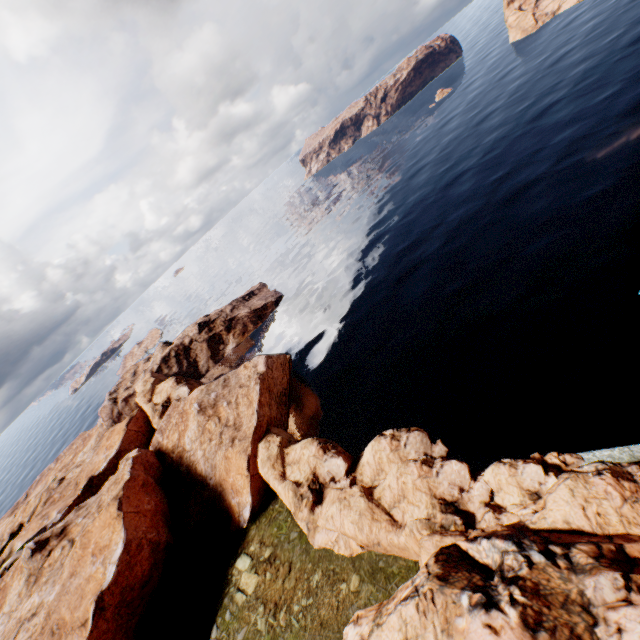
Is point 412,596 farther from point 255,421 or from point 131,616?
point 131,616
